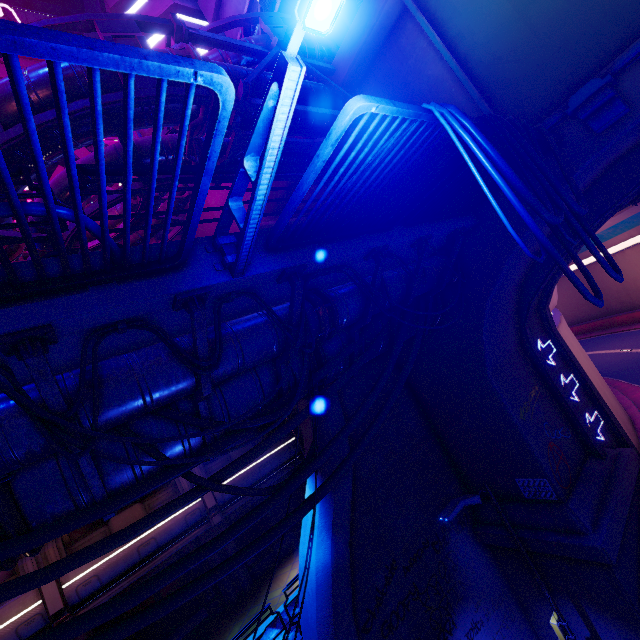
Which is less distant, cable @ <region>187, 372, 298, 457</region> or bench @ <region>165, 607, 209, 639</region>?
cable @ <region>187, 372, 298, 457</region>

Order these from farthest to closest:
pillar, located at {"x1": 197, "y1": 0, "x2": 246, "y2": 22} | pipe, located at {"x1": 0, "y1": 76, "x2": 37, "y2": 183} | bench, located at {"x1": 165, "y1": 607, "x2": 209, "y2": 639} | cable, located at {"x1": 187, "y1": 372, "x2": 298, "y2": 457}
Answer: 1. pillar, located at {"x1": 197, "y1": 0, "x2": 246, "y2": 22}
2. bench, located at {"x1": 165, "y1": 607, "x2": 209, "y2": 639}
3. pipe, located at {"x1": 0, "y1": 76, "x2": 37, "y2": 183}
4. cable, located at {"x1": 187, "y1": 372, "x2": 298, "y2": 457}

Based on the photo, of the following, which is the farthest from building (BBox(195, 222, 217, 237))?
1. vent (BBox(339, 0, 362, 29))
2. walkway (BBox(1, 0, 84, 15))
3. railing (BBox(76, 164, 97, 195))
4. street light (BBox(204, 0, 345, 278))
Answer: street light (BBox(204, 0, 345, 278))

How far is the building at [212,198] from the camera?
15.55m

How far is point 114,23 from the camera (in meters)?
6.14

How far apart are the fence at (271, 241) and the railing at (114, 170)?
0.9 meters

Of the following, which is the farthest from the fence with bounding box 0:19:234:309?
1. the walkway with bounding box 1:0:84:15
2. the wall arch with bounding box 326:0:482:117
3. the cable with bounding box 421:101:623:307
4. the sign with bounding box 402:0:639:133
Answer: the walkway with bounding box 1:0:84:15

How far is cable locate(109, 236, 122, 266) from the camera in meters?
2.9
